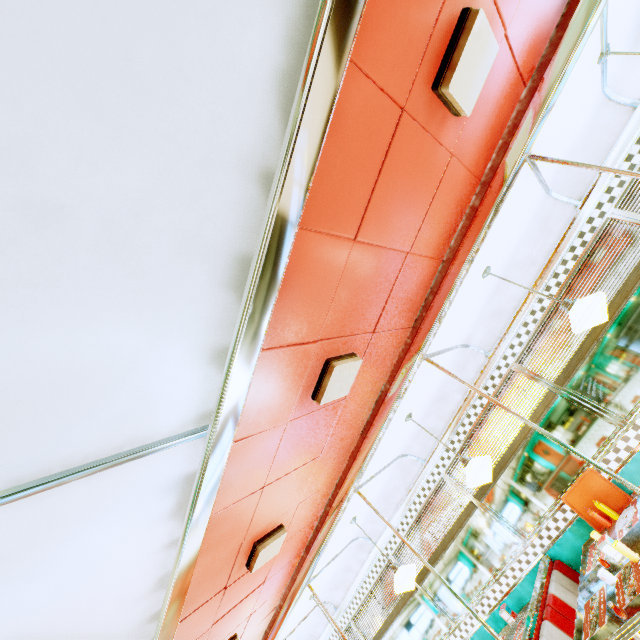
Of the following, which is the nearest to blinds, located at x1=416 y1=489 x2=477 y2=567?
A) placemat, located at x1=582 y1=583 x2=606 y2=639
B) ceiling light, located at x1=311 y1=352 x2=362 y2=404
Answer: placemat, located at x1=582 y1=583 x2=606 y2=639

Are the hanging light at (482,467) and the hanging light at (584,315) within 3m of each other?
yes

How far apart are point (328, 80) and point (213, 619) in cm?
440

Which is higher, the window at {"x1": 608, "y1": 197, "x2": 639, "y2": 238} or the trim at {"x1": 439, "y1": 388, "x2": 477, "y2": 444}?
the trim at {"x1": 439, "y1": 388, "x2": 477, "y2": 444}

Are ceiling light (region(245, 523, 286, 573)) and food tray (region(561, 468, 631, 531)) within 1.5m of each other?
no

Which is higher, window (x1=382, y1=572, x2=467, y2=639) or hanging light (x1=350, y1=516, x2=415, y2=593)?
hanging light (x1=350, y1=516, x2=415, y2=593)

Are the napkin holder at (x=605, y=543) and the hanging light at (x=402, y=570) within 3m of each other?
yes

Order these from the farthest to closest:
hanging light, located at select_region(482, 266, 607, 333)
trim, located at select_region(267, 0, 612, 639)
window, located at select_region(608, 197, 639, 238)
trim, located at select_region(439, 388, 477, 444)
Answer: trim, located at select_region(439, 388, 477, 444) → window, located at select_region(608, 197, 639, 238) → hanging light, located at select_region(482, 266, 607, 333) → trim, located at select_region(267, 0, 612, 639)
